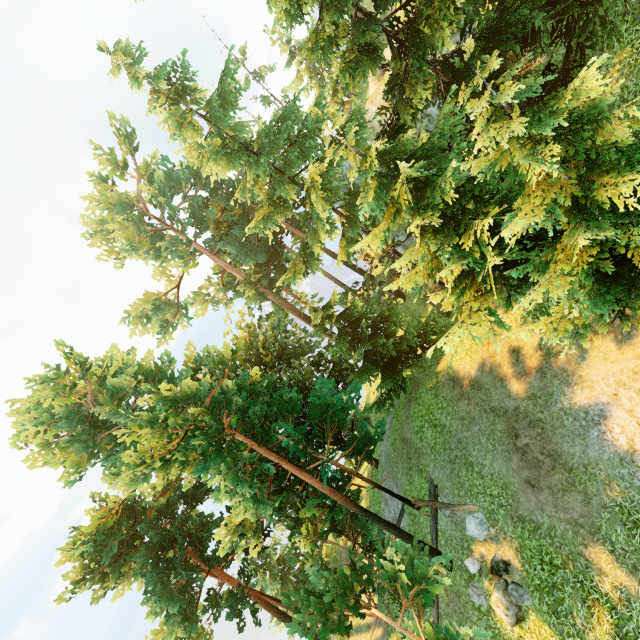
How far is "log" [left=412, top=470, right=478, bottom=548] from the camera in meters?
13.2 m

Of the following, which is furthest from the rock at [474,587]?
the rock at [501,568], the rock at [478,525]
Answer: the rock at [478,525]

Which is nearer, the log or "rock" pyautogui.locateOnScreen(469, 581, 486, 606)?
"rock" pyautogui.locateOnScreen(469, 581, 486, 606)

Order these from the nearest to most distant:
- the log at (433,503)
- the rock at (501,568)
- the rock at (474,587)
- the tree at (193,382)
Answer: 1. the tree at (193,382)
2. the rock at (501,568)
3. the rock at (474,587)
4. the log at (433,503)

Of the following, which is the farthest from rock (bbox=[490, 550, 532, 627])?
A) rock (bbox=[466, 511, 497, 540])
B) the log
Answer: the log

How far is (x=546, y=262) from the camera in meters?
8.5 m

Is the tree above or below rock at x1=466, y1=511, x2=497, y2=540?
above

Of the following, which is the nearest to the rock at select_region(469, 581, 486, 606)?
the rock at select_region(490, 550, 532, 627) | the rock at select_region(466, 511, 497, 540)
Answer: the rock at select_region(490, 550, 532, 627)
